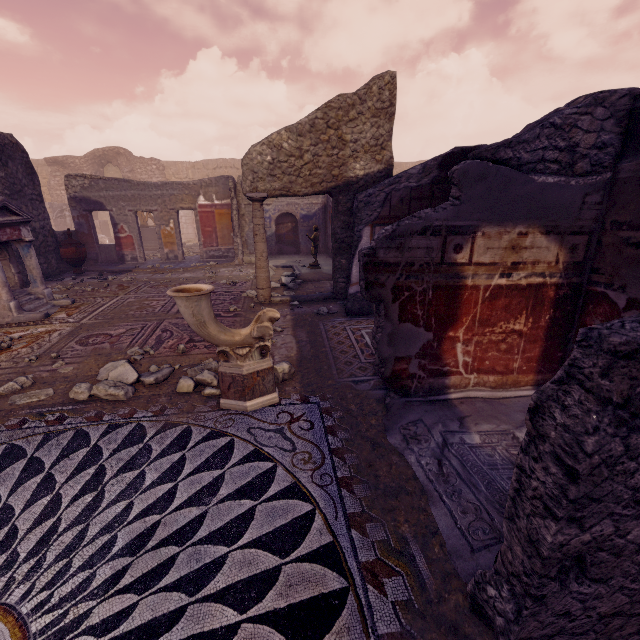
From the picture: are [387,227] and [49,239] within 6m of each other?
no

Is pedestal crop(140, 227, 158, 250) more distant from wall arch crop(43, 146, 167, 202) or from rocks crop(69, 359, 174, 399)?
rocks crop(69, 359, 174, 399)

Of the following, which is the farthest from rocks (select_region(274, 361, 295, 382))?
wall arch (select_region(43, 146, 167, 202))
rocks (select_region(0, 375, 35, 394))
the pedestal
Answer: wall arch (select_region(43, 146, 167, 202))

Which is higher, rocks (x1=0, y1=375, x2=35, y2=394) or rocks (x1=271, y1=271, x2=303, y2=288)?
rocks (x1=271, y1=271, x2=303, y2=288)

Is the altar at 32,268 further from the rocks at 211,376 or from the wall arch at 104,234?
the wall arch at 104,234

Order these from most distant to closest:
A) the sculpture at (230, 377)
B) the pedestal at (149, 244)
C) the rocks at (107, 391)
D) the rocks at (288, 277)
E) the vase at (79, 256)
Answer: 1. the pedestal at (149, 244)
2. the vase at (79, 256)
3. the rocks at (288, 277)
4. the rocks at (107, 391)
5. the sculpture at (230, 377)

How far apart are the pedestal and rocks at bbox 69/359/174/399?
13.7m

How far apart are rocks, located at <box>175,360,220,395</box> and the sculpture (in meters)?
0.14
